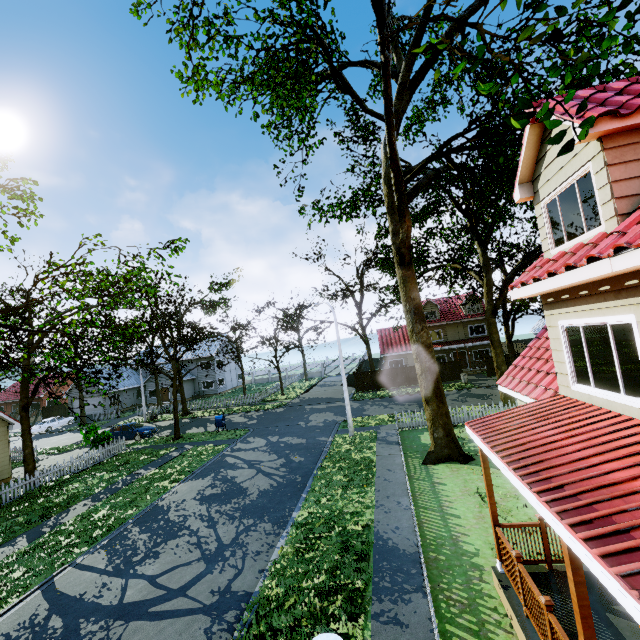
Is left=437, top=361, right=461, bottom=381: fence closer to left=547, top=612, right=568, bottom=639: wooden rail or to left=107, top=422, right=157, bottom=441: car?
left=547, top=612, right=568, bottom=639: wooden rail

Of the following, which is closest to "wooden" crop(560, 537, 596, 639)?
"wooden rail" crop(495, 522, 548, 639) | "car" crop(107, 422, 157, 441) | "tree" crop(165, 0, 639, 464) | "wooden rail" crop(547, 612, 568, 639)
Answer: "wooden rail" crop(547, 612, 568, 639)

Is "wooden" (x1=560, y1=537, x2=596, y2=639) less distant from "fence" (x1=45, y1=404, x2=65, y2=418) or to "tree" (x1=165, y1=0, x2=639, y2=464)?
"fence" (x1=45, y1=404, x2=65, y2=418)

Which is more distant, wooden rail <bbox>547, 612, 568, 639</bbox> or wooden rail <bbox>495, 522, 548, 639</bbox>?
wooden rail <bbox>495, 522, 548, 639</bbox>

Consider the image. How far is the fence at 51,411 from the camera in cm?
4334

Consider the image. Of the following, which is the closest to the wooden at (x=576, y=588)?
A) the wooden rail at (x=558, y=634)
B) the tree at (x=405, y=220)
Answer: the wooden rail at (x=558, y=634)

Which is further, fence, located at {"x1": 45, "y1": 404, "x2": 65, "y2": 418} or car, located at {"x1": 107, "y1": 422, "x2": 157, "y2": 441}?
fence, located at {"x1": 45, "y1": 404, "x2": 65, "y2": 418}

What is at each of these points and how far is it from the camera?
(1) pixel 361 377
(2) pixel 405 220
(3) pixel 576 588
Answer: (1) fence, 35.91m
(2) tree, 14.67m
(3) wooden, 3.71m
